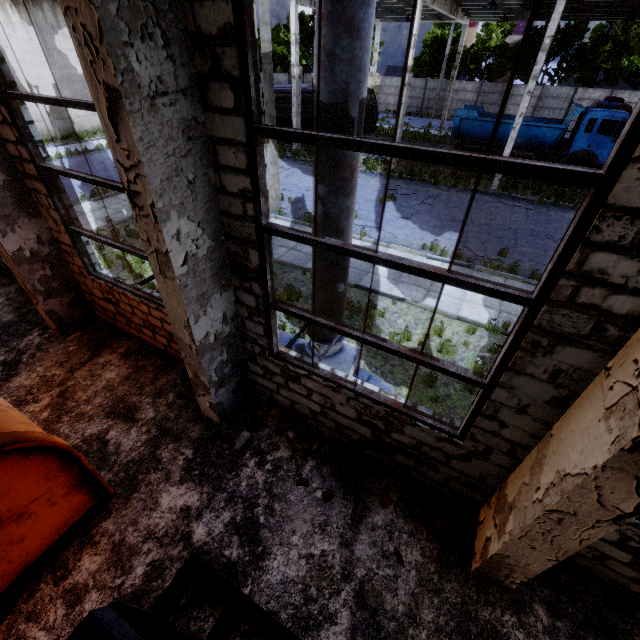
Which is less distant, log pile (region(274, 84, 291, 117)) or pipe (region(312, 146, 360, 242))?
pipe (region(312, 146, 360, 242))

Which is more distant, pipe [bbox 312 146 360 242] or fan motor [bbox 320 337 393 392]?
fan motor [bbox 320 337 393 392]

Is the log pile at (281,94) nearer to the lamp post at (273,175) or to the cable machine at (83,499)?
the lamp post at (273,175)

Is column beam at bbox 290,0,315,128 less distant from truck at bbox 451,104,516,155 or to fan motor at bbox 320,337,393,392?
truck at bbox 451,104,516,155

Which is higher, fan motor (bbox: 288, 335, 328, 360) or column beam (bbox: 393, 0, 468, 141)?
column beam (bbox: 393, 0, 468, 141)

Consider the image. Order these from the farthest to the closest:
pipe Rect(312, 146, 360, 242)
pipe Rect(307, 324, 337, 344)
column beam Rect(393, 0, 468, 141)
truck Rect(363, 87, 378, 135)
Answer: truck Rect(363, 87, 378, 135) < column beam Rect(393, 0, 468, 141) < pipe Rect(307, 324, 337, 344) < pipe Rect(312, 146, 360, 242)

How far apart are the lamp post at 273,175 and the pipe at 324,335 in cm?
946

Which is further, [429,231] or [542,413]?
[429,231]
